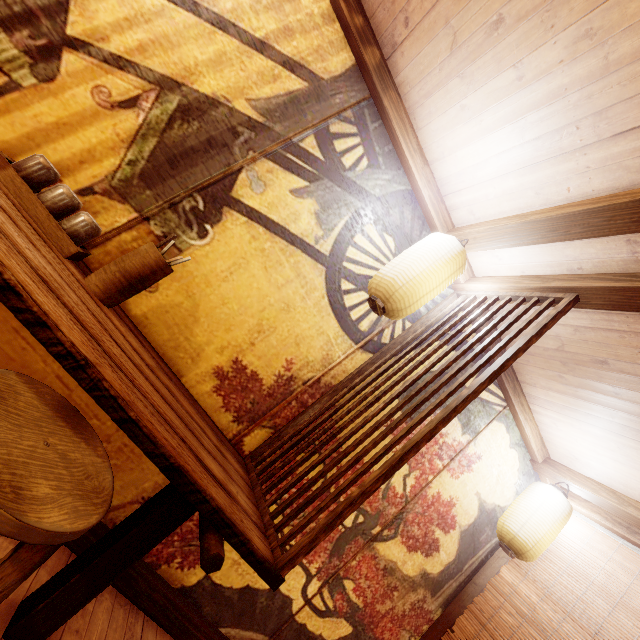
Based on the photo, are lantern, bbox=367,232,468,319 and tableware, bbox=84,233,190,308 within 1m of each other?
no

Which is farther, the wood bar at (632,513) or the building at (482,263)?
the wood bar at (632,513)

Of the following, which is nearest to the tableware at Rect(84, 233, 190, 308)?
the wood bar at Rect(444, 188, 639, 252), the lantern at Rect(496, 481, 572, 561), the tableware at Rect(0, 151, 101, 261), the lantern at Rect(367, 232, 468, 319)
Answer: the tableware at Rect(0, 151, 101, 261)

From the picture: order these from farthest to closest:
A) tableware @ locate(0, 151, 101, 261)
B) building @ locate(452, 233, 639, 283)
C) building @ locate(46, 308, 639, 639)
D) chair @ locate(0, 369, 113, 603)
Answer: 1. building @ locate(46, 308, 639, 639)
2. building @ locate(452, 233, 639, 283)
3. tableware @ locate(0, 151, 101, 261)
4. chair @ locate(0, 369, 113, 603)

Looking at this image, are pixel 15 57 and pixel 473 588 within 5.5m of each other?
no

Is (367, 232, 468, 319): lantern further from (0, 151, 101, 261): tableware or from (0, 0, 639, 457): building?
(0, 151, 101, 261): tableware

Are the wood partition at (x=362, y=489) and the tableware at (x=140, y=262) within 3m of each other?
yes

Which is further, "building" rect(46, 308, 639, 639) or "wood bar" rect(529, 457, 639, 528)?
"wood bar" rect(529, 457, 639, 528)
